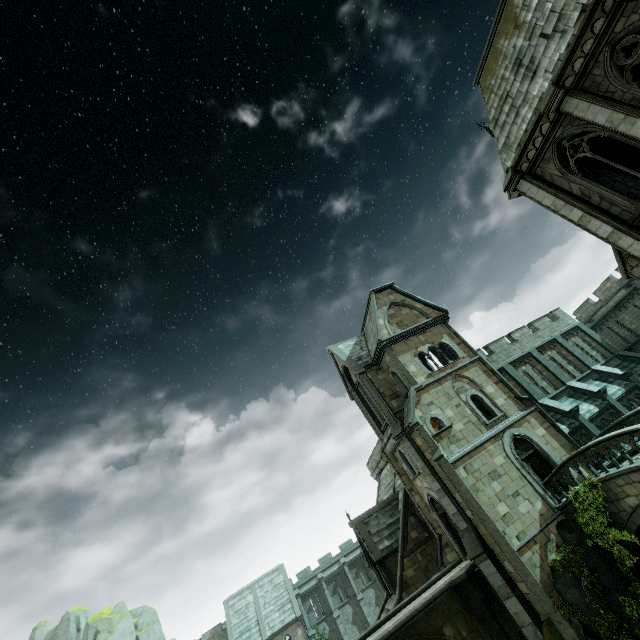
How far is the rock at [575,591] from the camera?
13.7m

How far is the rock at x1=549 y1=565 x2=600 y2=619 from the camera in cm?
1368

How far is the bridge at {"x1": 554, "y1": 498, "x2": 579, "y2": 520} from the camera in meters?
15.8

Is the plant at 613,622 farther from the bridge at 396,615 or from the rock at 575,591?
the bridge at 396,615

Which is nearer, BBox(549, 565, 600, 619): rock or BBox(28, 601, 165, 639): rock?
BBox(549, 565, 600, 619): rock

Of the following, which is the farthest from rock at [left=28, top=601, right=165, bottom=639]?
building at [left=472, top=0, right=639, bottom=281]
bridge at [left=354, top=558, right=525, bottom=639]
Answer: bridge at [left=354, top=558, right=525, bottom=639]

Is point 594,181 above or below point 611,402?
above

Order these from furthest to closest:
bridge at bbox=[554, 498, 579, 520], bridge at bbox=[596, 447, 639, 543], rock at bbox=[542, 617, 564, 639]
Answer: bridge at bbox=[554, 498, 579, 520] → rock at bbox=[542, 617, 564, 639] → bridge at bbox=[596, 447, 639, 543]
